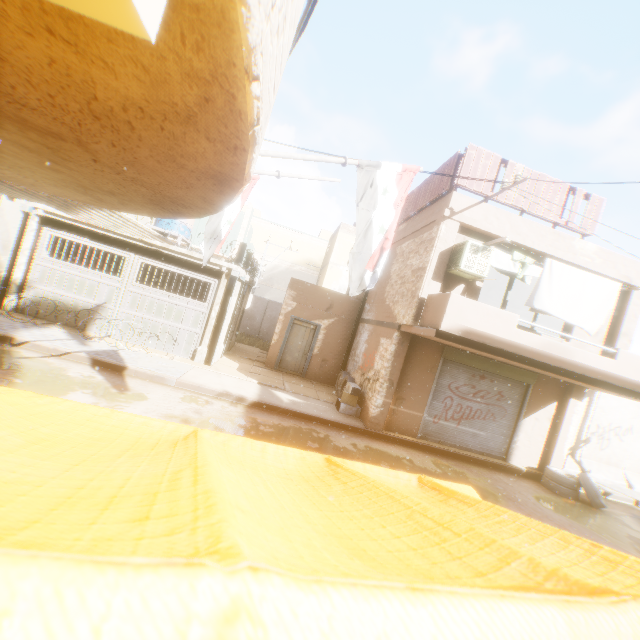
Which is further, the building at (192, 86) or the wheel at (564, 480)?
the wheel at (564, 480)

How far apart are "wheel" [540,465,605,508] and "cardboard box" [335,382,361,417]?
5.31m

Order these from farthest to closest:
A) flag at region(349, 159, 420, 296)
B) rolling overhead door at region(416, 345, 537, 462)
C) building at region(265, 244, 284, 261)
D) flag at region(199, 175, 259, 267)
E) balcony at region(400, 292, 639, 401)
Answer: building at region(265, 244, 284, 261) → rolling overhead door at region(416, 345, 537, 462) → balcony at region(400, 292, 639, 401) → flag at region(199, 175, 259, 267) → flag at region(349, 159, 420, 296)

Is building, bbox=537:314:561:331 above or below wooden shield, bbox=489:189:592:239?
below

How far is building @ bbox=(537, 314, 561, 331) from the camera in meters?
12.3 m

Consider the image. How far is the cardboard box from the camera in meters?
10.6 m

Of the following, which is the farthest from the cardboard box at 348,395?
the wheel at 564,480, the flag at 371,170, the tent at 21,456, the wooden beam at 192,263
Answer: the wheel at 564,480

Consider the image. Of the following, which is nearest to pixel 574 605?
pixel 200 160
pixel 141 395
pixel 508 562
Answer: pixel 508 562
